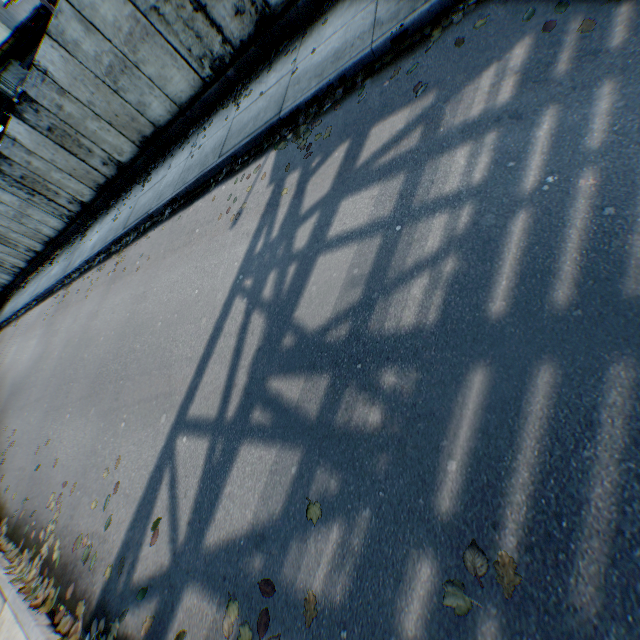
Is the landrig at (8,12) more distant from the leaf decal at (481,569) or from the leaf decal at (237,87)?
the leaf decal at (481,569)

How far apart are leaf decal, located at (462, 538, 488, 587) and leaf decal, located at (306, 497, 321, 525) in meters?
0.9

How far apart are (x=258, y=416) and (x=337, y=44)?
6.1 meters

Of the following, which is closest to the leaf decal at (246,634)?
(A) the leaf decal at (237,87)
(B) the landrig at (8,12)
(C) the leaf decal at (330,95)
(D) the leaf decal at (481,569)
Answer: (D) the leaf decal at (481,569)

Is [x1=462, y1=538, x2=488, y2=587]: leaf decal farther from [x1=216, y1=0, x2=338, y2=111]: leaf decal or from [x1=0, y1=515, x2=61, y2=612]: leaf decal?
[x1=216, y1=0, x2=338, y2=111]: leaf decal

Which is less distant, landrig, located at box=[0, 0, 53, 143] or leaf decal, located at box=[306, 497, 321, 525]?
leaf decal, located at box=[306, 497, 321, 525]

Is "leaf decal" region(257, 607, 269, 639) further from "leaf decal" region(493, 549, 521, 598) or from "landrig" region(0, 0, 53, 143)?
"landrig" region(0, 0, 53, 143)
